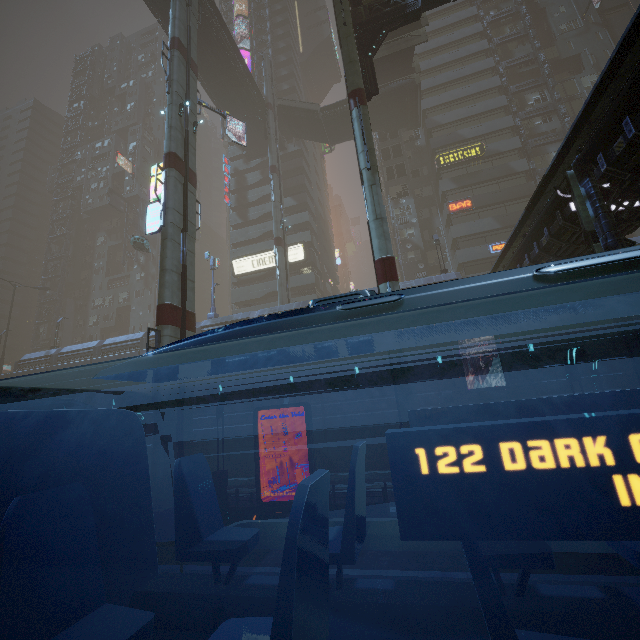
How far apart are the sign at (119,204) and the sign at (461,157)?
48.3 meters

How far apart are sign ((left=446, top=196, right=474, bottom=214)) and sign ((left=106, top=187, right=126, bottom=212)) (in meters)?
49.73

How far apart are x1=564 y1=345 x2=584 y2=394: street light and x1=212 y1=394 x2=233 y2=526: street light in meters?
12.7 m

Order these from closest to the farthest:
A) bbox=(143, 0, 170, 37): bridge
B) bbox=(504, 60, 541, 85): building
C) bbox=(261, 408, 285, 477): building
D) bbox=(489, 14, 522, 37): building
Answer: bbox=(261, 408, 285, 477): building < bbox=(143, 0, 170, 37): bridge < bbox=(504, 60, 541, 85): building < bbox=(489, 14, 522, 37): building

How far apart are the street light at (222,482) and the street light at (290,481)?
6.68m

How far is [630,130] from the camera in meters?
8.5

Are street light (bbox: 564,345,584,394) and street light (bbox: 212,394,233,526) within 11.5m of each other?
no

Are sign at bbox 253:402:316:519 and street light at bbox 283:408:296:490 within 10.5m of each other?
yes
